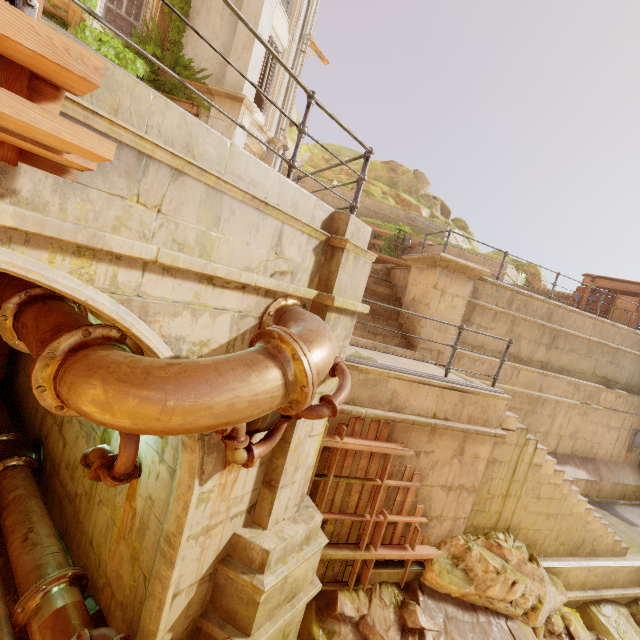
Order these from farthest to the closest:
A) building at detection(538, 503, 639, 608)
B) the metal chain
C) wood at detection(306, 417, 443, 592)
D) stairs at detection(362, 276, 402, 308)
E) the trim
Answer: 1. the metal chain
2. stairs at detection(362, 276, 402, 308)
3. building at detection(538, 503, 639, 608)
4. wood at detection(306, 417, 443, 592)
5. the trim

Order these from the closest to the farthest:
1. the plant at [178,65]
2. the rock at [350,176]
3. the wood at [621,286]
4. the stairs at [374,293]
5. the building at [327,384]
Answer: the building at [327,384]
the stairs at [374,293]
the plant at [178,65]
the wood at [621,286]
the rock at [350,176]

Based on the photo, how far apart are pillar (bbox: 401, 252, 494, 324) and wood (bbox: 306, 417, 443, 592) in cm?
299

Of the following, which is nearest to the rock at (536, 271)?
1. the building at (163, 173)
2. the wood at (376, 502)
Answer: the building at (163, 173)

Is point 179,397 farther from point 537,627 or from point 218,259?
point 537,627

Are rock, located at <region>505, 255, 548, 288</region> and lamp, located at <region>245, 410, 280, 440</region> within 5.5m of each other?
no

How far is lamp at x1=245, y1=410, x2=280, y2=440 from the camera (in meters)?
3.17

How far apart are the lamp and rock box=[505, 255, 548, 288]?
20.9m
